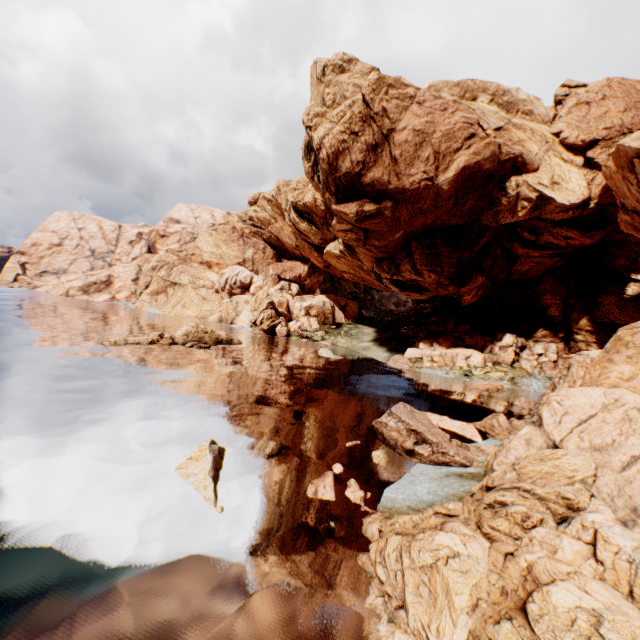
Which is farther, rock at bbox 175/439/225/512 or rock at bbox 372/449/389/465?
rock at bbox 372/449/389/465

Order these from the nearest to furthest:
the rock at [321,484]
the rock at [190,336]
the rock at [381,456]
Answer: the rock at [321,484]
the rock at [381,456]
the rock at [190,336]

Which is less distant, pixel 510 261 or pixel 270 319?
pixel 510 261

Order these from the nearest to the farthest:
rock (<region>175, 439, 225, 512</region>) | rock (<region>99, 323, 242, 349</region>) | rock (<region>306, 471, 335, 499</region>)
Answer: rock (<region>175, 439, 225, 512</region>), rock (<region>306, 471, 335, 499</region>), rock (<region>99, 323, 242, 349</region>)

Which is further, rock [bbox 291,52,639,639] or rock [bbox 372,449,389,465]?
rock [bbox 372,449,389,465]

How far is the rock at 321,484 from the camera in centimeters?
1222cm

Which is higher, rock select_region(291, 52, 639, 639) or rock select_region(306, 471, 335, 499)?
rock select_region(291, 52, 639, 639)

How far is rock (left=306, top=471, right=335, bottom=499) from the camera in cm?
1222
